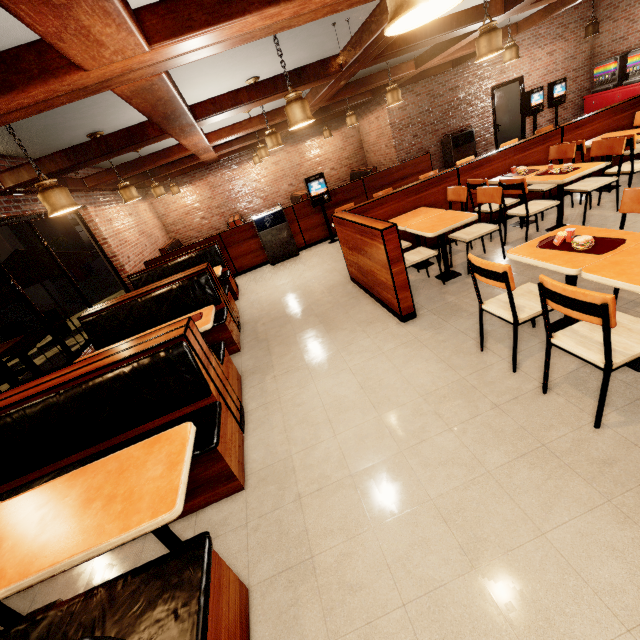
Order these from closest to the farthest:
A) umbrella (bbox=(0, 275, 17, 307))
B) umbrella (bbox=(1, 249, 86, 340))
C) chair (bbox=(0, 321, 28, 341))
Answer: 1. umbrella (bbox=(0, 275, 17, 307))
2. umbrella (bbox=(1, 249, 86, 340))
3. chair (bbox=(0, 321, 28, 341))

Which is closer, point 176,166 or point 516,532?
point 516,532

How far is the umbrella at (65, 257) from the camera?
6.15m

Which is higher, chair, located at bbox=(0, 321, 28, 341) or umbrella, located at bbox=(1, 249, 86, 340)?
umbrella, located at bbox=(1, 249, 86, 340)

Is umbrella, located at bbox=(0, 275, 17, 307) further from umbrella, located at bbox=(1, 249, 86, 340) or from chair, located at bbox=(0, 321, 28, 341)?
chair, located at bbox=(0, 321, 28, 341)

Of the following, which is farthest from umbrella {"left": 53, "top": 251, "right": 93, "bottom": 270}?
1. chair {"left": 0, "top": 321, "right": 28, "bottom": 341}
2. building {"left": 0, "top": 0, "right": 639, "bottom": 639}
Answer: chair {"left": 0, "top": 321, "right": 28, "bottom": 341}

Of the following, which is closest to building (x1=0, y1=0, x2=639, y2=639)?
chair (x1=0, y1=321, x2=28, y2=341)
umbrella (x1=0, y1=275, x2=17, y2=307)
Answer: umbrella (x1=0, y1=275, x2=17, y2=307)

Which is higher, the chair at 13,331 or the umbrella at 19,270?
the umbrella at 19,270
